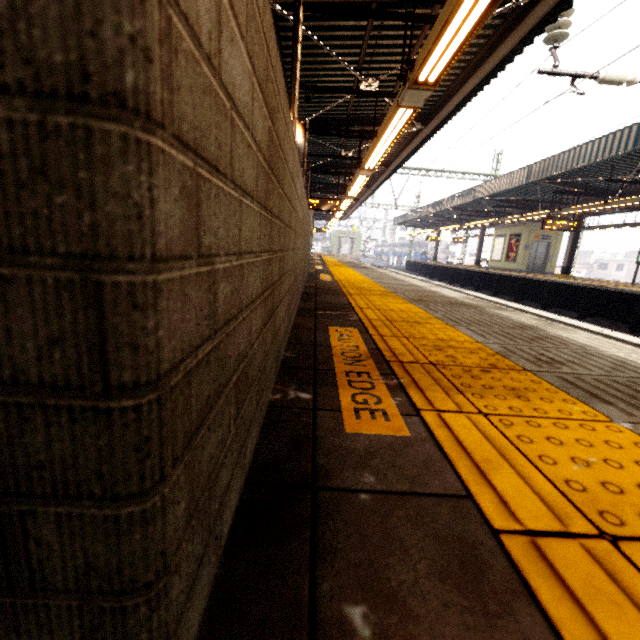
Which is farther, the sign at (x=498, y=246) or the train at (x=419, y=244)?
the train at (x=419, y=244)

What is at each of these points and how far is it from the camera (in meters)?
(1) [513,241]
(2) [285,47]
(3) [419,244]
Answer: (1) sign, 20.12
(2) awning structure, 5.97
(3) train, 51.94

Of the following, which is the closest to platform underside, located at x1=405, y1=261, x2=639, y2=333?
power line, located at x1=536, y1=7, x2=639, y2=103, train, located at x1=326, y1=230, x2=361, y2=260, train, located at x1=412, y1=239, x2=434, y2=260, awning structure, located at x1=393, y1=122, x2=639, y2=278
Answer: awning structure, located at x1=393, y1=122, x2=639, y2=278

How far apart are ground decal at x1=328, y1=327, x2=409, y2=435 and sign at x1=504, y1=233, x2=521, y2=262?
21.4m

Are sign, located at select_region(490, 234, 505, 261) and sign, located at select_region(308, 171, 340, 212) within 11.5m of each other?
no

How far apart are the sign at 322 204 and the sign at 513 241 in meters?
12.5 m

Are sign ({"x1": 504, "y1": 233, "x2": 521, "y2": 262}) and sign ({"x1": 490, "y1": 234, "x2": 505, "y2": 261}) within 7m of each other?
yes

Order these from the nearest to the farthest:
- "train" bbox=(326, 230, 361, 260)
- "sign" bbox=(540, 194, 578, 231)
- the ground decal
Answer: the ground decal, "sign" bbox=(540, 194, 578, 231), "train" bbox=(326, 230, 361, 260)
